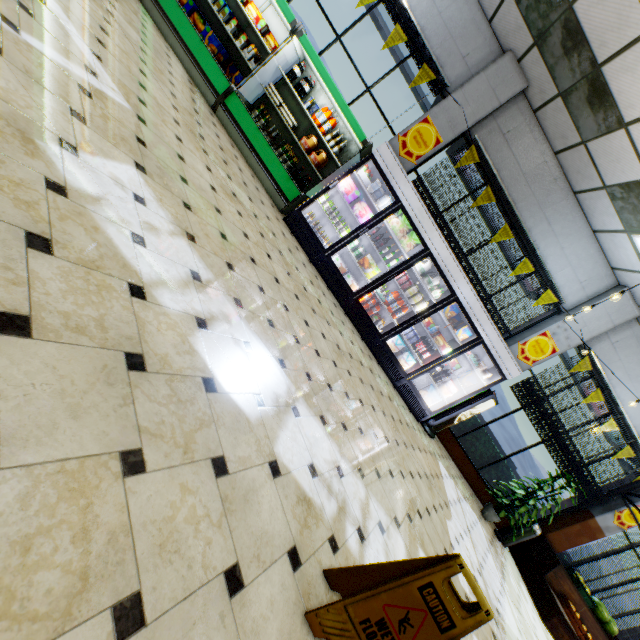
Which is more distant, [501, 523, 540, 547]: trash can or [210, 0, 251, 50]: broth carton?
[501, 523, 540, 547]: trash can

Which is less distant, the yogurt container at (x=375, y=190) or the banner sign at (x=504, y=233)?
the yogurt container at (x=375, y=190)

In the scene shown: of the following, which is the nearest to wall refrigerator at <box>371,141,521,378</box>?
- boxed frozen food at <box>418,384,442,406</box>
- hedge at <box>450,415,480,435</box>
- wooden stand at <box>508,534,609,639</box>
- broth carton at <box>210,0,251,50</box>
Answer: boxed frozen food at <box>418,384,442,406</box>

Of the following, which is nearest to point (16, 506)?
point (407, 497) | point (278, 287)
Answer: point (278, 287)

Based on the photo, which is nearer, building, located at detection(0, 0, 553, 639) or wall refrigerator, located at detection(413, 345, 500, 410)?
building, located at detection(0, 0, 553, 639)

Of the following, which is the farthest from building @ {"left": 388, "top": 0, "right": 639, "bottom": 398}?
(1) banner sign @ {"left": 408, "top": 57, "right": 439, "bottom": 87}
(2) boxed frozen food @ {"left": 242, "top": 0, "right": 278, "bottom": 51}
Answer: (2) boxed frozen food @ {"left": 242, "top": 0, "right": 278, "bottom": 51}

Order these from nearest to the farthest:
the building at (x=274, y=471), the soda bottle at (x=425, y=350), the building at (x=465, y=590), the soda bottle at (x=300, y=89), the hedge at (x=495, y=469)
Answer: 1. the building at (x=274, y=471)
2. the building at (x=465, y=590)
3. the soda bottle at (x=300, y=89)
4. the soda bottle at (x=425, y=350)
5. the hedge at (x=495, y=469)

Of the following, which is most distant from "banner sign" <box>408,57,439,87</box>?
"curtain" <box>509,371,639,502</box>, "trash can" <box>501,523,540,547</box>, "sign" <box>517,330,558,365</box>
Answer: "trash can" <box>501,523,540,547</box>
